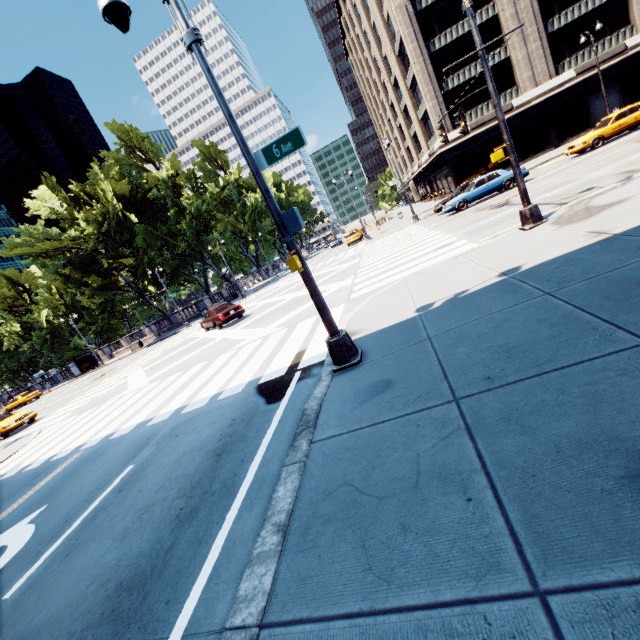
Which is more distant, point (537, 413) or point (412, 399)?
point (412, 399)

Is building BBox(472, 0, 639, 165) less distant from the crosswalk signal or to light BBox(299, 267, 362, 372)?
light BBox(299, 267, 362, 372)

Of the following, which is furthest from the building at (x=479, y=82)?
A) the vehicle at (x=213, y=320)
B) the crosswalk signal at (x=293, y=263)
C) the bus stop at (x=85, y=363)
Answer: the bus stop at (x=85, y=363)

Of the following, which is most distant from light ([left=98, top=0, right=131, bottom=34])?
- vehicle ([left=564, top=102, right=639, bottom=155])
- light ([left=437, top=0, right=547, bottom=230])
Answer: vehicle ([left=564, top=102, right=639, bottom=155])

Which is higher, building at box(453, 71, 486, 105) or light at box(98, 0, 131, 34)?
building at box(453, 71, 486, 105)

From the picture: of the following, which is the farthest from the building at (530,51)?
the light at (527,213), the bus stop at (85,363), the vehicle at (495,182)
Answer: the bus stop at (85,363)

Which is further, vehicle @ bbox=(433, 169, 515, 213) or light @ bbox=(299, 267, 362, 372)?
vehicle @ bbox=(433, 169, 515, 213)

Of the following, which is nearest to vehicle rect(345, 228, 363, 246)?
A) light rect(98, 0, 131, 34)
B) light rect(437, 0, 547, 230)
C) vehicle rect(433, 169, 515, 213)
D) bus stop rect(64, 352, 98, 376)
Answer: vehicle rect(433, 169, 515, 213)
